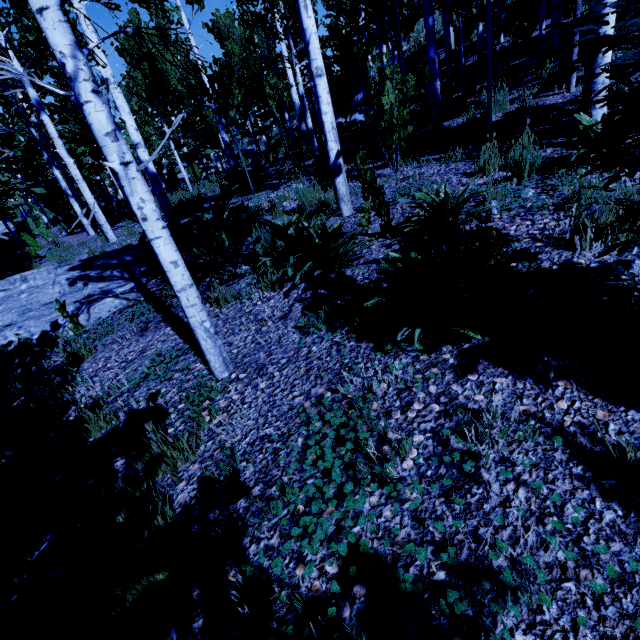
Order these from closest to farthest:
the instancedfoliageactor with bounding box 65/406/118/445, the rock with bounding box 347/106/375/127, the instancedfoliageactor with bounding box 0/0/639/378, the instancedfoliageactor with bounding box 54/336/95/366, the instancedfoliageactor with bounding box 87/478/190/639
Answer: the instancedfoliageactor with bounding box 87/478/190/639, the instancedfoliageactor with bounding box 0/0/639/378, the instancedfoliageactor with bounding box 65/406/118/445, the instancedfoliageactor with bounding box 54/336/95/366, the rock with bounding box 347/106/375/127

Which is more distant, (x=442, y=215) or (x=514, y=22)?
(x=514, y=22)

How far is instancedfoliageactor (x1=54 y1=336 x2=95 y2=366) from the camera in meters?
3.7

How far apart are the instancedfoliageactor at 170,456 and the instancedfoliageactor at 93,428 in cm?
74

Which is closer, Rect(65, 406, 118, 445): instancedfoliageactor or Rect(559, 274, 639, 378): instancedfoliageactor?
Rect(559, 274, 639, 378): instancedfoliageactor

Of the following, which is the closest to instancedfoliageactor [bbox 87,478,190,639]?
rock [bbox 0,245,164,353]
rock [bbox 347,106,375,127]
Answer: rock [bbox 0,245,164,353]

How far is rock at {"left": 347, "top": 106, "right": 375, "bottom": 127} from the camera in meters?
14.9 m

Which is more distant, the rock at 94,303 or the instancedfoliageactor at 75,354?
the rock at 94,303
